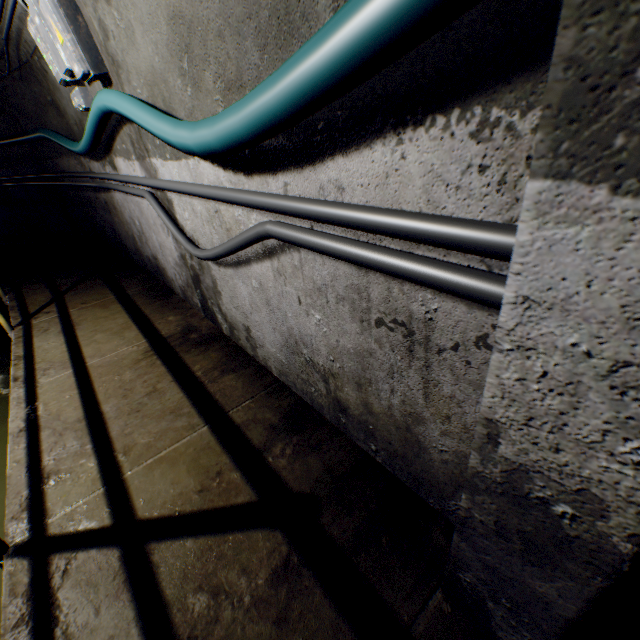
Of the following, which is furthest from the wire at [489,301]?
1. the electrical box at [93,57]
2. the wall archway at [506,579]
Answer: the electrical box at [93,57]

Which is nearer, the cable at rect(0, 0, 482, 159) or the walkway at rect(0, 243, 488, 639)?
the cable at rect(0, 0, 482, 159)

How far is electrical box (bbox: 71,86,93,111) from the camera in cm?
255

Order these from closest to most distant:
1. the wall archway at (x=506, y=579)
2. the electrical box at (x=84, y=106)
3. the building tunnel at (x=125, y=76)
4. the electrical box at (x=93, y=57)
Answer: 1. the wall archway at (x=506, y=579)
2. the building tunnel at (x=125, y=76)
3. the electrical box at (x=93, y=57)
4. the electrical box at (x=84, y=106)

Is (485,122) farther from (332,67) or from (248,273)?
(248,273)

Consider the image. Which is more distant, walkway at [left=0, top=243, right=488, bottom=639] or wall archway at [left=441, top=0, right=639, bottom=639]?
walkway at [left=0, top=243, right=488, bottom=639]

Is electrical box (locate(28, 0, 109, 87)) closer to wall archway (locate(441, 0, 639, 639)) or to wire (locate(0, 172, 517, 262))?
wire (locate(0, 172, 517, 262))

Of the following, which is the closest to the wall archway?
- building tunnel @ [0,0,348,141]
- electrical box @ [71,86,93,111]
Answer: building tunnel @ [0,0,348,141]
